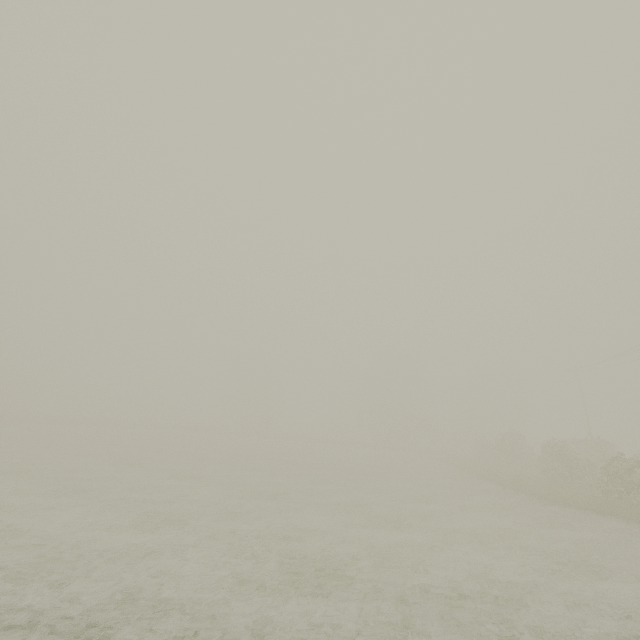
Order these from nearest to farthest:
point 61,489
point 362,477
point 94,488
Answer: point 61,489
point 94,488
point 362,477
